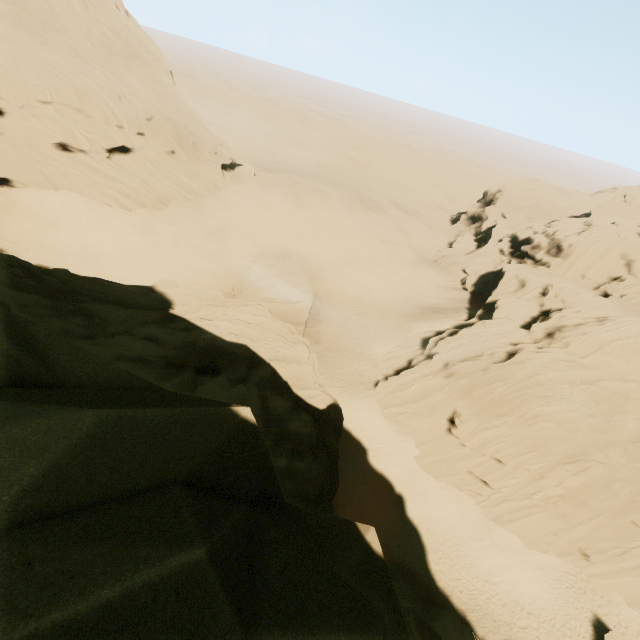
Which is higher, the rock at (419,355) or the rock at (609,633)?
the rock at (419,355)

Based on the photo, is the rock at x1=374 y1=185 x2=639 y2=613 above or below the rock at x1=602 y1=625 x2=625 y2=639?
above

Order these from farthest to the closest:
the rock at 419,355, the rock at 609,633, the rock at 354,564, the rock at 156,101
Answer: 1. the rock at 156,101
2. the rock at 419,355
3. the rock at 609,633
4. the rock at 354,564

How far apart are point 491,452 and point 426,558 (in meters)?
9.51

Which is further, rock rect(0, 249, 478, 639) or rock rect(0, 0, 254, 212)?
rock rect(0, 0, 254, 212)

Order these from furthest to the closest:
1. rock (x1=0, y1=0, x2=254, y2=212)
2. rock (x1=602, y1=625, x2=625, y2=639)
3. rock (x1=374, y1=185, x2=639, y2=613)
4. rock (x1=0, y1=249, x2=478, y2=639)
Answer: rock (x1=0, y1=0, x2=254, y2=212) → rock (x1=374, y1=185, x2=639, y2=613) → rock (x1=602, y1=625, x2=625, y2=639) → rock (x1=0, y1=249, x2=478, y2=639)
